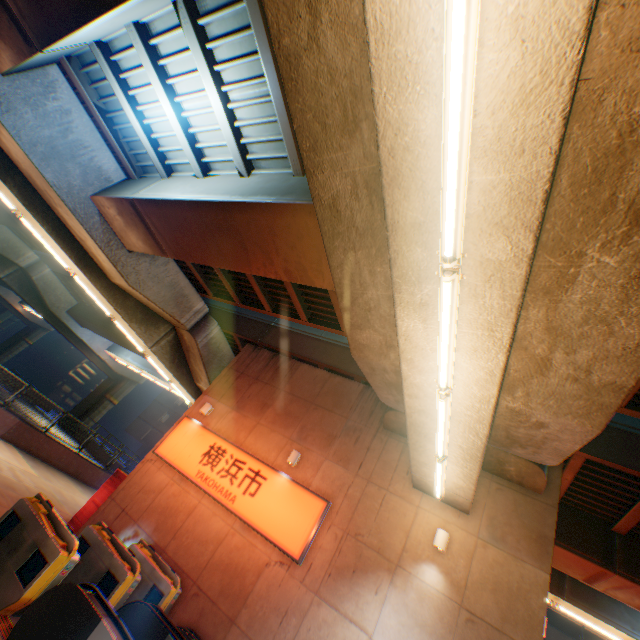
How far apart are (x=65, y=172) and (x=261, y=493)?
11.6m

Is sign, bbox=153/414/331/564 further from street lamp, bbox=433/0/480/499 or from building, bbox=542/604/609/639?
building, bbox=542/604/609/639

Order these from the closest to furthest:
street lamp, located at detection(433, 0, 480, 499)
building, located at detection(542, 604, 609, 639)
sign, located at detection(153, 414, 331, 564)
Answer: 1. street lamp, located at detection(433, 0, 480, 499)
2. sign, located at detection(153, 414, 331, 564)
3. building, located at detection(542, 604, 609, 639)

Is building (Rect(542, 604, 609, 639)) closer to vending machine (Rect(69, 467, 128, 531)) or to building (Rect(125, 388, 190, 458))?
building (Rect(125, 388, 190, 458))

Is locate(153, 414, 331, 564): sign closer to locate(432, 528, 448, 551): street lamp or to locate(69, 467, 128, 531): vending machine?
locate(69, 467, 128, 531): vending machine

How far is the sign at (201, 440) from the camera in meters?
8.8 m

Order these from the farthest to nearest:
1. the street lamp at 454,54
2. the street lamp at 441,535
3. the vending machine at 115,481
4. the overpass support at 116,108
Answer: the vending machine at 115,481 → the street lamp at 441,535 → the overpass support at 116,108 → the street lamp at 454,54

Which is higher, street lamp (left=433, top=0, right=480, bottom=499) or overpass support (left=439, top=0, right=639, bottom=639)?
overpass support (left=439, top=0, right=639, bottom=639)
